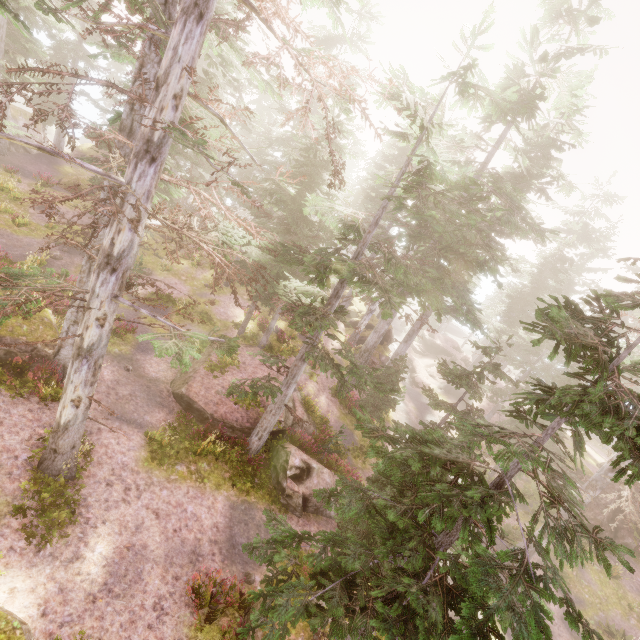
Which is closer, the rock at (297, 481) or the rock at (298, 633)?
the rock at (298, 633)

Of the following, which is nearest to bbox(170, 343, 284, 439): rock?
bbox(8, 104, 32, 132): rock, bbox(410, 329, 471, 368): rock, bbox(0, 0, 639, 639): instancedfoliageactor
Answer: bbox(0, 0, 639, 639): instancedfoliageactor

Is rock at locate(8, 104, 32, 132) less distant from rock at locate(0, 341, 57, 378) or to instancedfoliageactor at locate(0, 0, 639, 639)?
instancedfoliageactor at locate(0, 0, 639, 639)

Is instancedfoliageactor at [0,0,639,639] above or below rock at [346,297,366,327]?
above

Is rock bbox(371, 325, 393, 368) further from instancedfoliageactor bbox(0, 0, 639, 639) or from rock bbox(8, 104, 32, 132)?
rock bbox(8, 104, 32, 132)

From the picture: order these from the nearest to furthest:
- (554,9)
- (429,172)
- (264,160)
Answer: (429,172) < (554,9) < (264,160)

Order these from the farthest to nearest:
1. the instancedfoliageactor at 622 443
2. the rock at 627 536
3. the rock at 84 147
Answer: the rock at 84 147 < the rock at 627 536 < the instancedfoliageactor at 622 443

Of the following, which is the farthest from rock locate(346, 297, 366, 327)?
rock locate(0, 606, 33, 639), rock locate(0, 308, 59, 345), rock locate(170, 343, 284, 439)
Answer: rock locate(0, 606, 33, 639)
